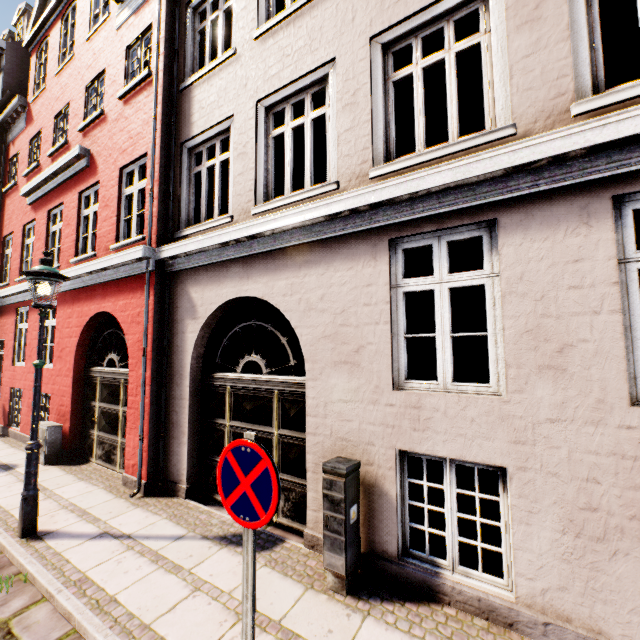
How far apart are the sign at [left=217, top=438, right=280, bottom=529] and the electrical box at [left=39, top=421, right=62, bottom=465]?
7.5m

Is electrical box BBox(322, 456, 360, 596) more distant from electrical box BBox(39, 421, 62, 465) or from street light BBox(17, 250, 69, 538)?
electrical box BBox(39, 421, 62, 465)

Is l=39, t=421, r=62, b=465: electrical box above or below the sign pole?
below

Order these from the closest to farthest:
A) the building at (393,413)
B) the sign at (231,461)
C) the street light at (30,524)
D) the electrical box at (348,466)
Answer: the sign at (231,461) < the building at (393,413) < the electrical box at (348,466) < the street light at (30,524)

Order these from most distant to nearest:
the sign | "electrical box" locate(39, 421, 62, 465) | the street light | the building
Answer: "electrical box" locate(39, 421, 62, 465)
the street light
the building
the sign

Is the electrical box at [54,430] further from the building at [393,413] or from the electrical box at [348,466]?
the electrical box at [348,466]

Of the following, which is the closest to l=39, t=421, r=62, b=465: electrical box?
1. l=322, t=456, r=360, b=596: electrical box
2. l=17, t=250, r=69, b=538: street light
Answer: l=17, t=250, r=69, b=538: street light

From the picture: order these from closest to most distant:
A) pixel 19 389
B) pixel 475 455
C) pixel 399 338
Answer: pixel 475 455 < pixel 399 338 < pixel 19 389
